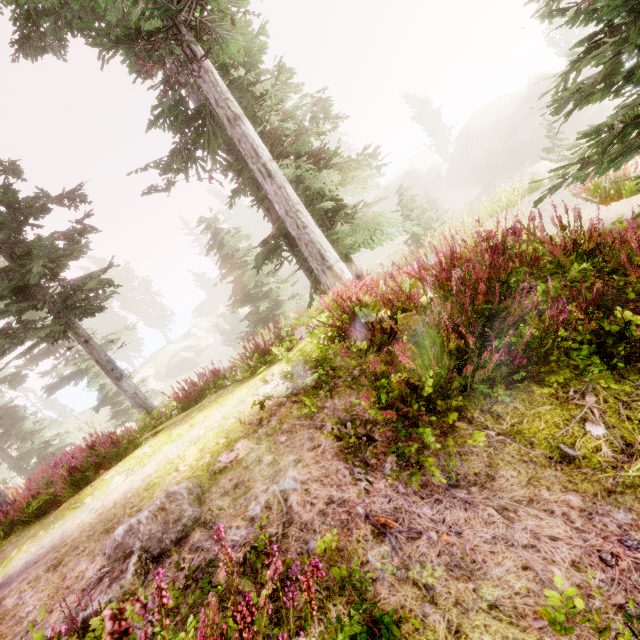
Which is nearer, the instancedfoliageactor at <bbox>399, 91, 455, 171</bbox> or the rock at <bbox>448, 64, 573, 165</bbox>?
the rock at <bbox>448, 64, 573, 165</bbox>

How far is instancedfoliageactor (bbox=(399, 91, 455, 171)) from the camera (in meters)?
45.02

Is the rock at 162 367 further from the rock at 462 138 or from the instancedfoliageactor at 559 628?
the rock at 462 138

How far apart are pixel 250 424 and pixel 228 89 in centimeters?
575cm

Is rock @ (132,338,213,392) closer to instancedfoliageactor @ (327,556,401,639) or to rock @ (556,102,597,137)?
instancedfoliageactor @ (327,556,401,639)

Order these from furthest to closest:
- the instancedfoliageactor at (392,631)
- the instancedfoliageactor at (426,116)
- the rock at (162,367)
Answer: the rock at (162,367), the instancedfoliageactor at (426,116), the instancedfoliageactor at (392,631)

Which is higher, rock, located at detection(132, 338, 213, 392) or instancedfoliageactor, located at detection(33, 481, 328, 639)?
instancedfoliageactor, located at detection(33, 481, 328, 639)
